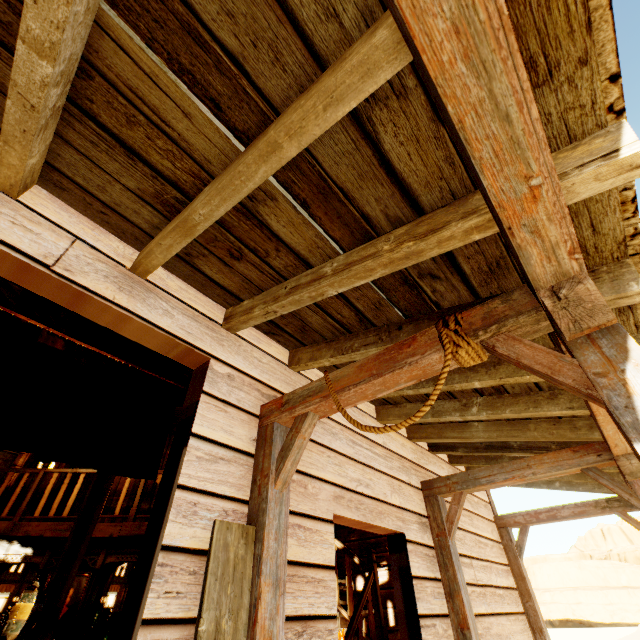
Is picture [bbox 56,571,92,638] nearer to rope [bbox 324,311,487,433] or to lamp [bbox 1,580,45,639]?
lamp [bbox 1,580,45,639]

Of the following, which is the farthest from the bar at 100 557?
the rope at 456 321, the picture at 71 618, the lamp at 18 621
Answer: the rope at 456 321

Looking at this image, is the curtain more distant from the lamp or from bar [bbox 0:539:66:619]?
bar [bbox 0:539:66:619]

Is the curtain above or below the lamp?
above

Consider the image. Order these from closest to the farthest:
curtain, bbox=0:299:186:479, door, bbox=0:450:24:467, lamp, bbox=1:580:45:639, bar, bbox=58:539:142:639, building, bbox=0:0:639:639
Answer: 1. building, bbox=0:0:639:639
2. curtain, bbox=0:299:186:479
3. lamp, bbox=1:580:45:639
4. bar, bbox=58:539:142:639
5. door, bbox=0:450:24:467

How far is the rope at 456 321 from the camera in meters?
1.4 m

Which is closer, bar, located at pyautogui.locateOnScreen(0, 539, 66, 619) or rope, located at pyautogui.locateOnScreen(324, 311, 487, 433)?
rope, located at pyautogui.locateOnScreen(324, 311, 487, 433)

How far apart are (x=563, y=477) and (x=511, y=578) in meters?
1.7
